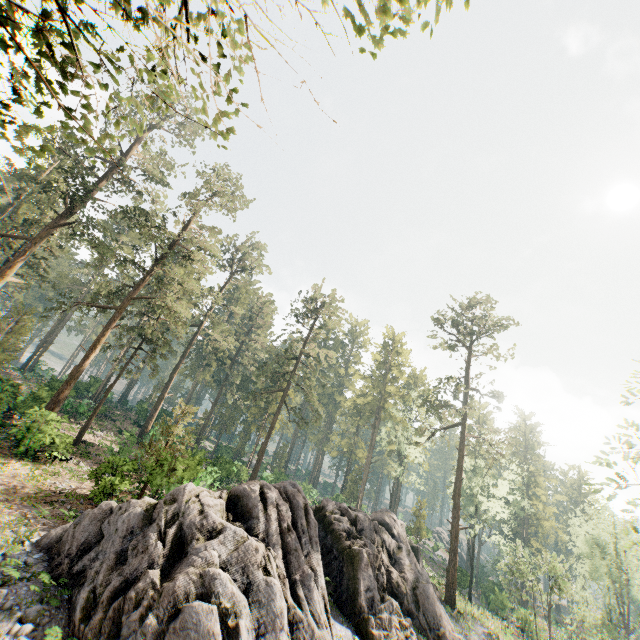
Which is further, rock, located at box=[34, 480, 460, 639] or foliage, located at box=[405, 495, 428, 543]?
foliage, located at box=[405, 495, 428, 543]

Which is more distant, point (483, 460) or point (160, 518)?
point (483, 460)

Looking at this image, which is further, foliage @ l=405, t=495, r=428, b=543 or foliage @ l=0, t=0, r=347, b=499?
foliage @ l=405, t=495, r=428, b=543

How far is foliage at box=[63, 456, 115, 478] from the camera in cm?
1674

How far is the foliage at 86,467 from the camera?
16.7 meters

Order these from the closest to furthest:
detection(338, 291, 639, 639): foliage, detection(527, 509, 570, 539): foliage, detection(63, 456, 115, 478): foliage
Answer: detection(63, 456, 115, 478): foliage
detection(338, 291, 639, 639): foliage
detection(527, 509, 570, 539): foliage

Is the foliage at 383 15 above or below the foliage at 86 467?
above
